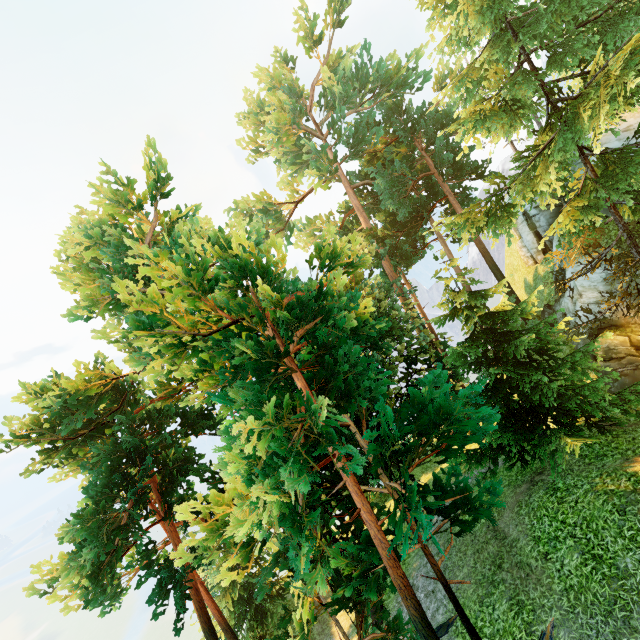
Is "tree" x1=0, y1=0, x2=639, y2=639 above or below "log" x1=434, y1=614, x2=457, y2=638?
above

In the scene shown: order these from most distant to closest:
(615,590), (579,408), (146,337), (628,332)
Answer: (628,332) → (579,408) → (615,590) → (146,337)

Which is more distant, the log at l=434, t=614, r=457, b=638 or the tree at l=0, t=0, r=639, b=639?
the log at l=434, t=614, r=457, b=638

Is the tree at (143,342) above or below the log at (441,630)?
above

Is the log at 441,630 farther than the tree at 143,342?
Yes
